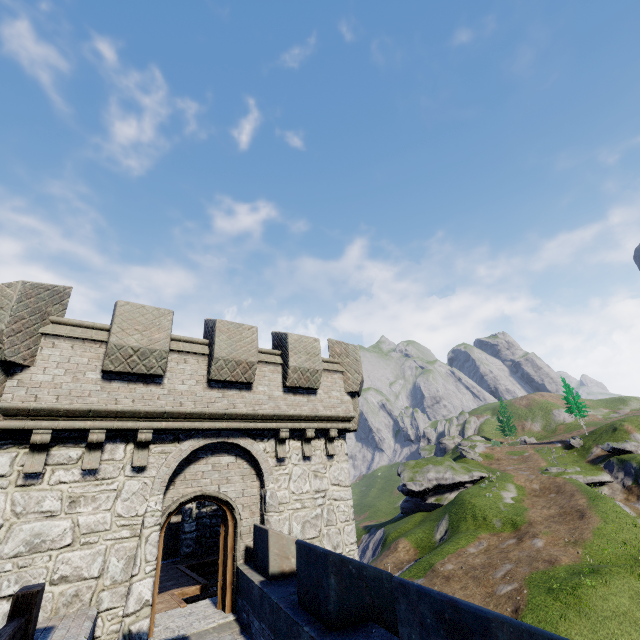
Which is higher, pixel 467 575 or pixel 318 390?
pixel 318 390
